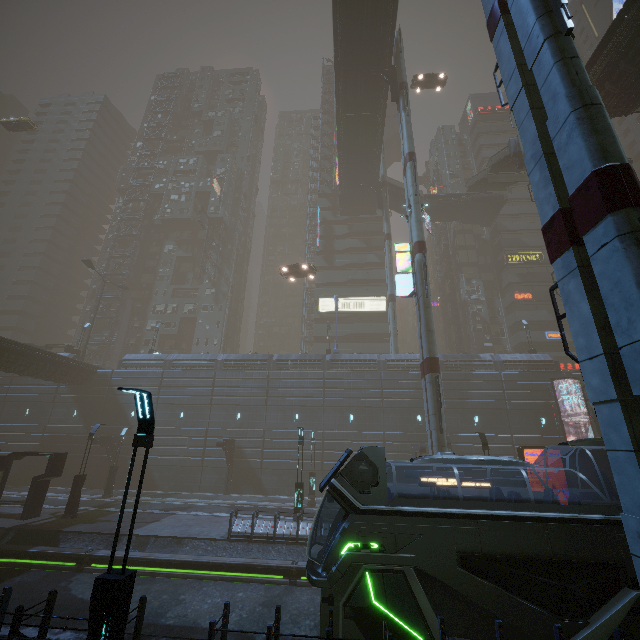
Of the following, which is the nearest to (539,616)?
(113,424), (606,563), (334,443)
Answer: (606,563)

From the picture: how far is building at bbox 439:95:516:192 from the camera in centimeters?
5550cm

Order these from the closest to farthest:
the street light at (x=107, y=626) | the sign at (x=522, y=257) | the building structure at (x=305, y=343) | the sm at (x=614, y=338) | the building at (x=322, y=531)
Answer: the street light at (x=107, y=626)
the sm at (x=614, y=338)
the building at (x=322, y=531)
the sign at (x=522, y=257)
the building structure at (x=305, y=343)

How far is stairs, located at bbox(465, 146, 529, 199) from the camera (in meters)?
35.63

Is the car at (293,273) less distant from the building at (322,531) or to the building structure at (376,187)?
the building at (322,531)

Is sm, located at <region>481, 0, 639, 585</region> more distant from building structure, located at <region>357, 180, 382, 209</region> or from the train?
building structure, located at <region>357, 180, 382, 209</region>

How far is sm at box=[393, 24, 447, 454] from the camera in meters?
19.8

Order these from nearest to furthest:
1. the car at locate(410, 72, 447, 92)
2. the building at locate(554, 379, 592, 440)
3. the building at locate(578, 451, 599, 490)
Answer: the building at locate(578, 451, 599, 490), the building at locate(554, 379, 592, 440), the car at locate(410, 72, 447, 92)
